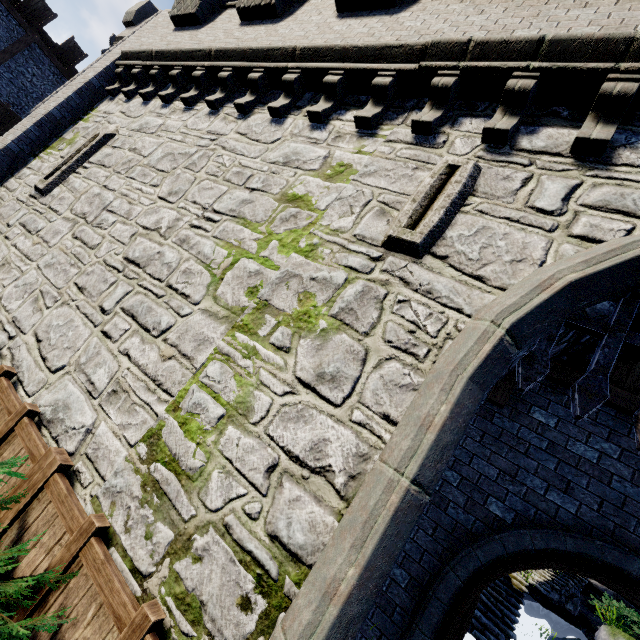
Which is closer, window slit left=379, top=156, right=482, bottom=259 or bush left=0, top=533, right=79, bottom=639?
bush left=0, top=533, right=79, bottom=639

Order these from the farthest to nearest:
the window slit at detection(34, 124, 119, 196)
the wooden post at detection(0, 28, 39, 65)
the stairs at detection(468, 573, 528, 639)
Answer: the wooden post at detection(0, 28, 39, 65) < the stairs at detection(468, 573, 528, 639) < the window slit at detection(34, 124, 119, 196)

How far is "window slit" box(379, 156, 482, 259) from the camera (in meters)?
3.61

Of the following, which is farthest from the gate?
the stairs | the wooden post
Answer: the wooden post

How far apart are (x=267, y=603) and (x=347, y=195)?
4.5 meters

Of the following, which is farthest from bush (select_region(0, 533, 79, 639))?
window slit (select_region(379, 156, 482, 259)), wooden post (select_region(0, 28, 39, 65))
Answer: wooden post (select_region(0, 28, 39, 65))

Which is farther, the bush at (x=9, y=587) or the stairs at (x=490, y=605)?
the stairs at (x=490, y=605)

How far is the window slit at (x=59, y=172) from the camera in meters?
7.6 m
